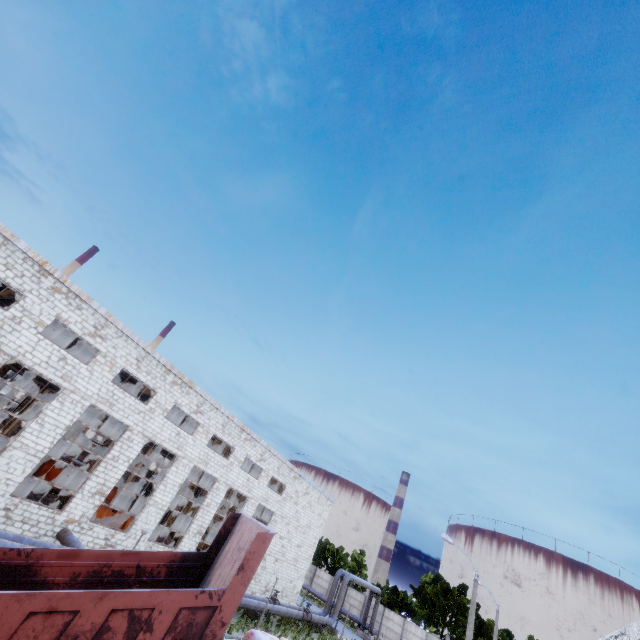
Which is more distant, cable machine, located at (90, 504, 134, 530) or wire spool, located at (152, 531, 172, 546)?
wire spool, located at (152, 531, 172, 546)

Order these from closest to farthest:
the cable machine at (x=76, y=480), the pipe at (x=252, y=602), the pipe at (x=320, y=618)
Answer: the pipe at (x=252, y=602)
the cable machine at (x=76, y=480)
the pipe at (x=320, y=618)

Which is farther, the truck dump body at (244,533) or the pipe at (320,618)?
the pipe at (320,618)

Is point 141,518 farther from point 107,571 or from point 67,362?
point 107,571

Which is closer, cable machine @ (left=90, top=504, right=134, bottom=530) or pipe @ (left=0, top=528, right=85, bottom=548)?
pipe @ (left=0, top=528, right=85, bottom=548)

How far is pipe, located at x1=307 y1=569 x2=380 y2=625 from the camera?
31.0 meters

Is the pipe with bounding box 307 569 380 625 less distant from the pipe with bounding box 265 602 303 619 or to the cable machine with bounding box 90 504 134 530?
the pipe with bounding box 265 602 303 619

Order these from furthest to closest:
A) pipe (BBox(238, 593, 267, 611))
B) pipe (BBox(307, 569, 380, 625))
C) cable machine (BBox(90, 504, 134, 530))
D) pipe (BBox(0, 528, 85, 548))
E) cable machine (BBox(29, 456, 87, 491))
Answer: pipe (BBox(307, 569, 380, 625)) < cable machine (BBox(29, 456, 87, 491)) < pipe (BBox(238, 593, 267, 611)) < cable machine (BBox(90, 504, 134, 530)) < pipe (BBox(0, 528, 85, 548))
